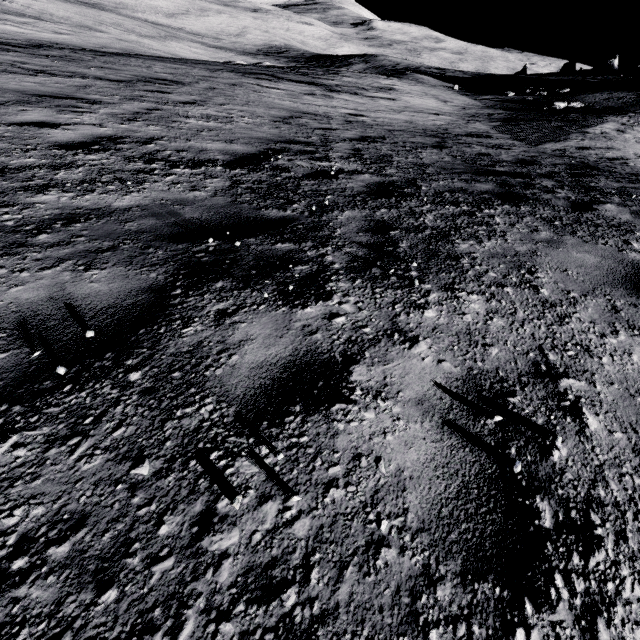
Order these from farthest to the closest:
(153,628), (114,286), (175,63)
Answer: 1. (175,63)
2. (114,286)
3. (153,628)
